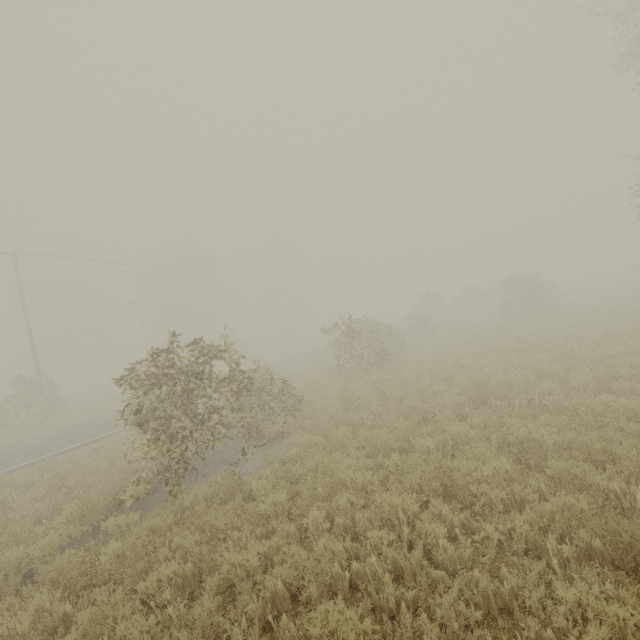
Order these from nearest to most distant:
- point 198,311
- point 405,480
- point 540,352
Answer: point 405,480, point 540,352, point 198,311
